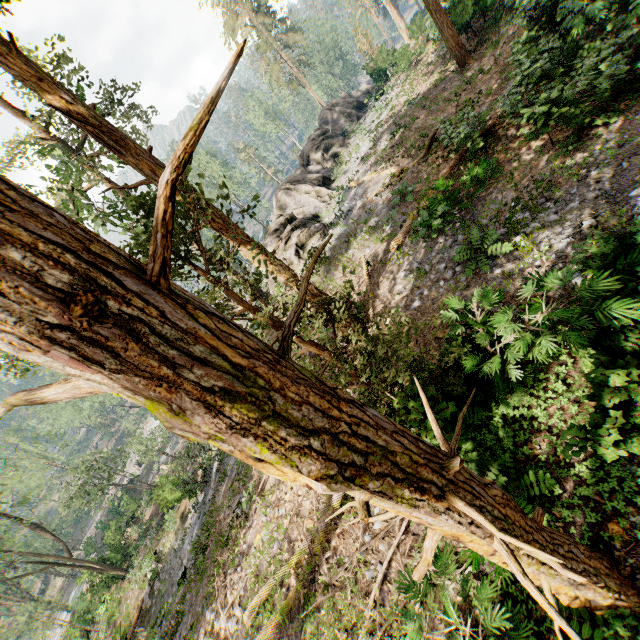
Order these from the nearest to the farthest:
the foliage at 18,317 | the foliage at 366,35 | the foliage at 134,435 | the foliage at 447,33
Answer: the foliage at 18,317 → the foliage at 447,33 → the foliage at 134,435 → the foliage at 366,35

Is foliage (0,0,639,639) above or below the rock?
above

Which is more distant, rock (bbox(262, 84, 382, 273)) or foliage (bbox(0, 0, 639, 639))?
rock (bbox(262, 84, 382, 273))

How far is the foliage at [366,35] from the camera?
32.6m

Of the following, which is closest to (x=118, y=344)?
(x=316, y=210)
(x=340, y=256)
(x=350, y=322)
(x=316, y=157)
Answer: (x=350, y=322)

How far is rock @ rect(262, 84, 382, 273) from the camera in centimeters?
2123cm

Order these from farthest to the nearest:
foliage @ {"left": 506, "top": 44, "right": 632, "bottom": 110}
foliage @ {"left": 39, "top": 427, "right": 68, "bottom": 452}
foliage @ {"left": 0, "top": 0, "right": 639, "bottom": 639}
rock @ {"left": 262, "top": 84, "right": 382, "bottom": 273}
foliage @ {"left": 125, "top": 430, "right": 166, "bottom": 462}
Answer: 1. foliage @ {"left": 39, "top": 427, "right": 68, "bottom": 452}
2. foliage @ {"left": 125, "top": 430, "right": 166, "bottom": 462}
3. rock @ {"left": 262, "top": 84, "right": 382, "bottom": 273}
4. foliage @ {"left": 506, "top": 44, "right": 632, "bottom": 110}
5. foliage @ {"left": 0, "top": 0, "right": 639, "bottom": 639}

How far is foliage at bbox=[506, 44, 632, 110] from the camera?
8.6 meters
